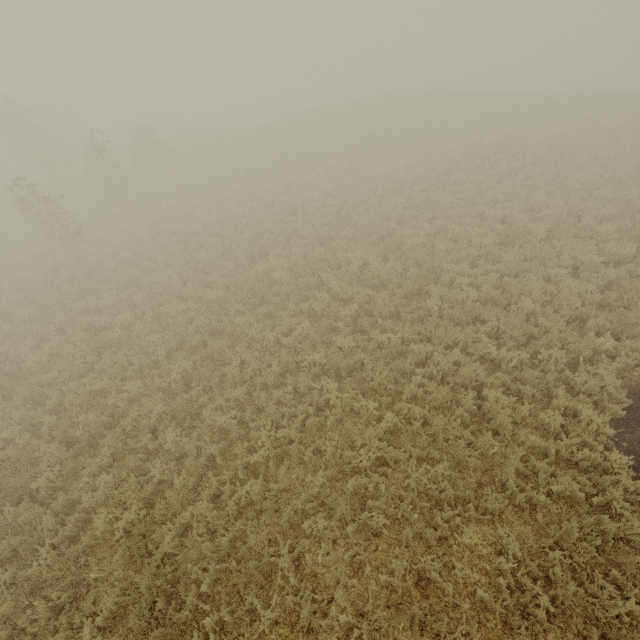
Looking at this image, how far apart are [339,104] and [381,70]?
30.4 meters
